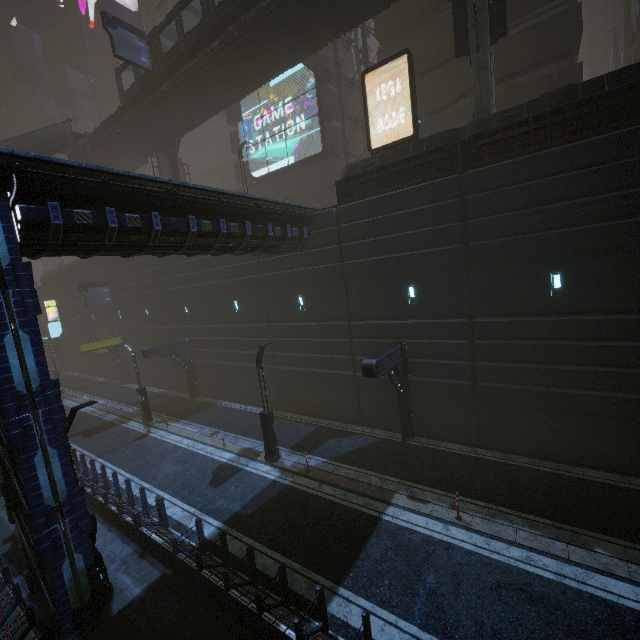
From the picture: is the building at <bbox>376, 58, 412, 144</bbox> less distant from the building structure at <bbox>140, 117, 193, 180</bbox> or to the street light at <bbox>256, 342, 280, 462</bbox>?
the street light at <bbox>256, 342, 280, 462</bbox>

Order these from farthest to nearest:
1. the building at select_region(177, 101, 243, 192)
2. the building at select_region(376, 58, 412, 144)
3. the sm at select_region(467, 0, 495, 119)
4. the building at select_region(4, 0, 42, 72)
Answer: the building at select_region(4, 0, 42, 72) → the building at select_region(177, 101, 243, 192) → the building at select_region(376, 58, 412, 144) → the sm at select_region(467, 0, 495, 119)

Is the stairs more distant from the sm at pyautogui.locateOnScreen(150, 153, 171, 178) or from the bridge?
the sm at pyautogui.locateOnScreen(150, 153, 171, 178)

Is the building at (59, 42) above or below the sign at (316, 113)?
above

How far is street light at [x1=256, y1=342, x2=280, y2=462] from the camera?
15.02m

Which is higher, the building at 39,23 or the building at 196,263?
the building at 39,23

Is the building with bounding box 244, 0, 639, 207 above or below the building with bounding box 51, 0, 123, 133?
below

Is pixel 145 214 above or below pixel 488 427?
above
